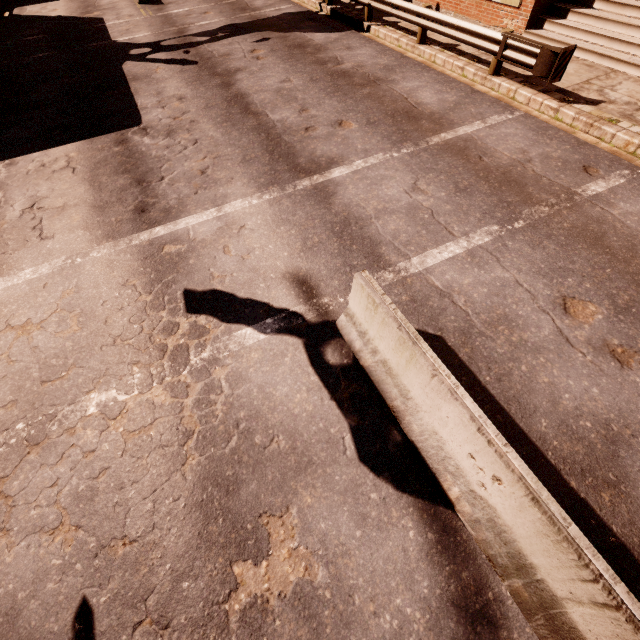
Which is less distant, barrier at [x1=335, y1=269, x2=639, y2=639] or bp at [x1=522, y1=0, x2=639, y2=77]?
barrier at [x1=335, y1=269, x2=639, y2=639]

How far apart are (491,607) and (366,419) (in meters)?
2.02

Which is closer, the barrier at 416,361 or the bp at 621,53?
the barrier at 416,361
